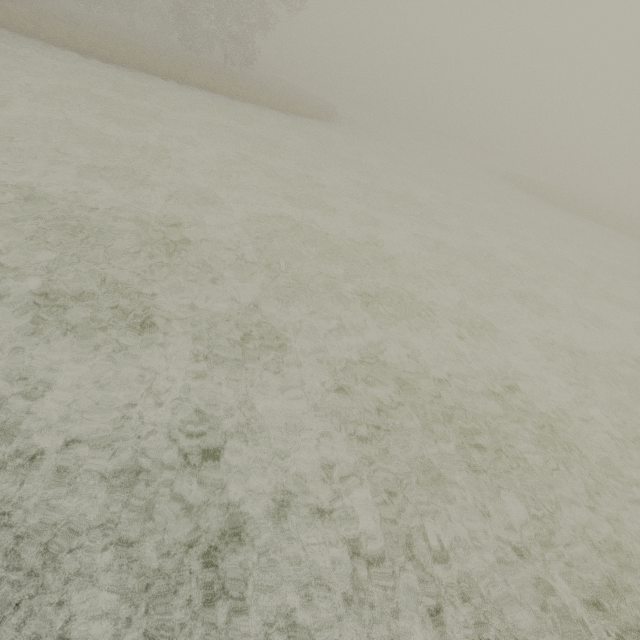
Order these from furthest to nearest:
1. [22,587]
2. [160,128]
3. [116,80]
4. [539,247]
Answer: [116,80] → [539,247] → [160,128] → [22,587]
